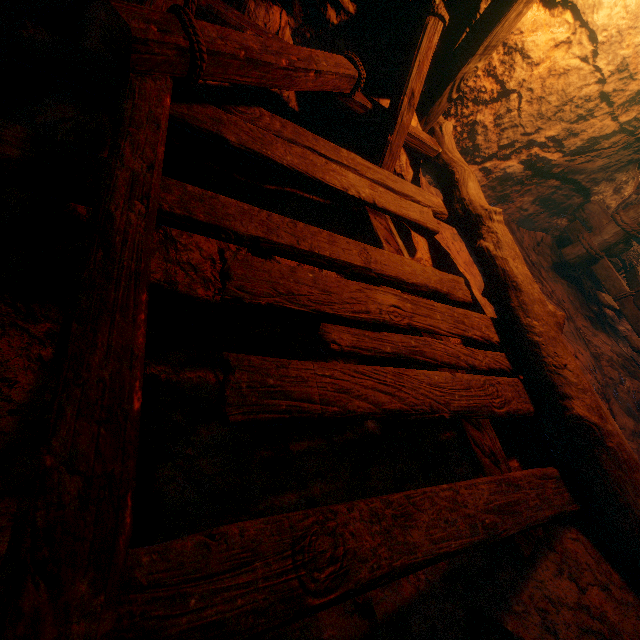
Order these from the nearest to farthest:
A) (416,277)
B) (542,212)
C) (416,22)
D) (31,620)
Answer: (31,620) → (416,277) → (416,22) → (542,212)
